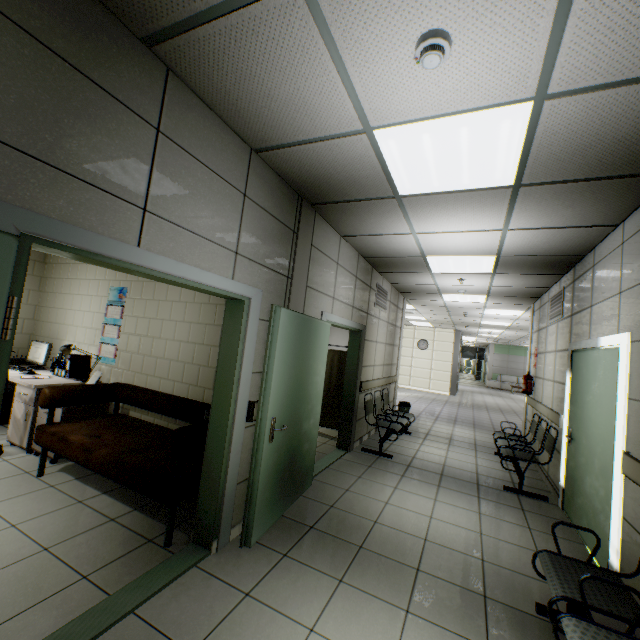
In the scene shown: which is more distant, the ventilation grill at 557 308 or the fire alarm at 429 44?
the ventilation grill at 557 308

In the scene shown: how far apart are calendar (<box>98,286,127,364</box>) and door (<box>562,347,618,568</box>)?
5.75m

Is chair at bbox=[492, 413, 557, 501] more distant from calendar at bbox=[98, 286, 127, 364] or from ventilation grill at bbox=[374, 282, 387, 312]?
calendar at bbox=[98, 286, 127, 364]

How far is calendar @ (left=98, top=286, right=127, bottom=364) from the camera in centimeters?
451cm

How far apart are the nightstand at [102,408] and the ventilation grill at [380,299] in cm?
461

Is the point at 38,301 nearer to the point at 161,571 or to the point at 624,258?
the point at 161,571

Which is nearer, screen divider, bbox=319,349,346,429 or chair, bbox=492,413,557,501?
chair, bbox=492,413,557,501

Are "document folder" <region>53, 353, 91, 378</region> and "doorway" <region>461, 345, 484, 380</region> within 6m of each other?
no
